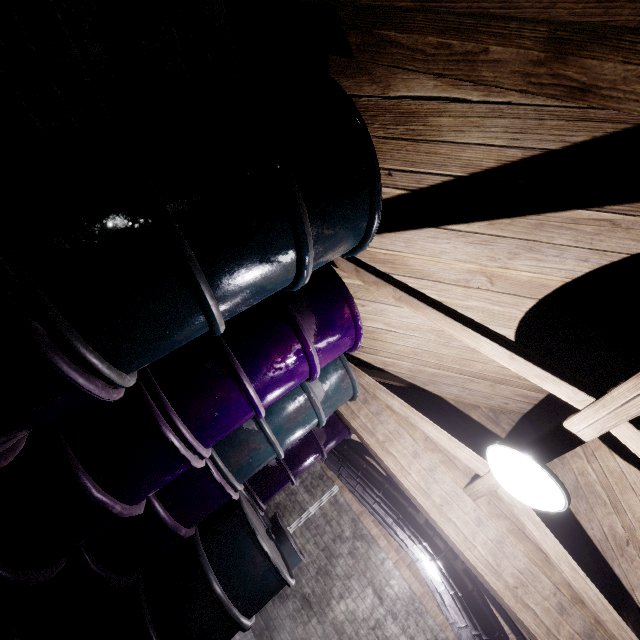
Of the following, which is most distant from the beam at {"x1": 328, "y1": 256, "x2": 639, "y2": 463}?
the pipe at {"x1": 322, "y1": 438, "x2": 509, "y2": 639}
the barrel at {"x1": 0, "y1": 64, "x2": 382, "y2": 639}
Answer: the pipe at {"x1": 322, "y1": 438, "x2": 509, "y2": 639}

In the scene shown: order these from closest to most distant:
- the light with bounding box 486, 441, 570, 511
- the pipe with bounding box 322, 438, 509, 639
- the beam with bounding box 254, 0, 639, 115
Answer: the beam with bounding box 254, 0, 639, 115 < the light with bounding box 486, 441, 570, 511 < the pipe with bounding box 322, 438, 509, 639

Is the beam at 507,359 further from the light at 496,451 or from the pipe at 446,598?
the pipe at 446,598

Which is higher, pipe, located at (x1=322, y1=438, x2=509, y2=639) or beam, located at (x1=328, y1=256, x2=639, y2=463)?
beam, located at (x1=328, y1=256, x2=639, y2=463)

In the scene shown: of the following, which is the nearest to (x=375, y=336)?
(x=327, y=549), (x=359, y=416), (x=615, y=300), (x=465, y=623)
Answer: (x=359, y=416)

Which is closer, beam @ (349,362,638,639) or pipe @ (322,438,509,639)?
beam @ (349,362,638,639)

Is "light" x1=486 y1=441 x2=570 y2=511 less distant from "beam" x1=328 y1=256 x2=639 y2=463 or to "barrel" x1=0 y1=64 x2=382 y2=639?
"beam" x1=328 y1=256 x2=639 y2=463

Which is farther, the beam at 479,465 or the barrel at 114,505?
the beam at 479,465
